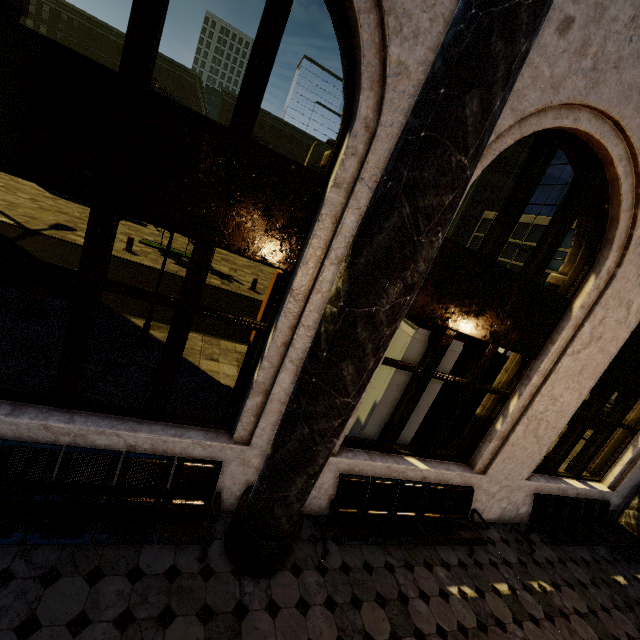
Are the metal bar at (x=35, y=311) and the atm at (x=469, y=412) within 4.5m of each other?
no

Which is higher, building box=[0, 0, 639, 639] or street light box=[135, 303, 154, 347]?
street light box=[135, 303, 154, 347]

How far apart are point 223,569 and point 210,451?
1.2 meters

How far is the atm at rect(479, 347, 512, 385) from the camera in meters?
5.5 m

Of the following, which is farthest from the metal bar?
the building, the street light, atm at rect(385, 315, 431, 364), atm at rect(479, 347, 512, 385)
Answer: atm at rect(479, 347, 512, 385)

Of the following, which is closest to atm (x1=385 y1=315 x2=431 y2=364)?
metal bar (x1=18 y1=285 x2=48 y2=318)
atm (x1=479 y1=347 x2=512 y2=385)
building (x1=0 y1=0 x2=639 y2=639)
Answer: building (x1=0 y1=0 x2=639 y2=639)

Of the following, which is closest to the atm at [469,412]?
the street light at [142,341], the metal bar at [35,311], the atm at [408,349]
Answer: the atm at [408,349]

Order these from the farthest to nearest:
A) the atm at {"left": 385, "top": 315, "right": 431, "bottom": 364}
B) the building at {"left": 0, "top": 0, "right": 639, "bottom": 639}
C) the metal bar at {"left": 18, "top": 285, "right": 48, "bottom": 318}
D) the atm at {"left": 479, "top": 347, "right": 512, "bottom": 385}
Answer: the metal bar at {"left": 18, "top": 285, "right": 48, "bottom": 318} → the atm at {"left": 479, "top": 347, "right": 512, "bottom": 385} → the atm at {"left": 385, "top": 315, "right": 431, "bottom": 364} → the building at {"left": 0, "top": 0, "right": 639, "bottom": 639}
